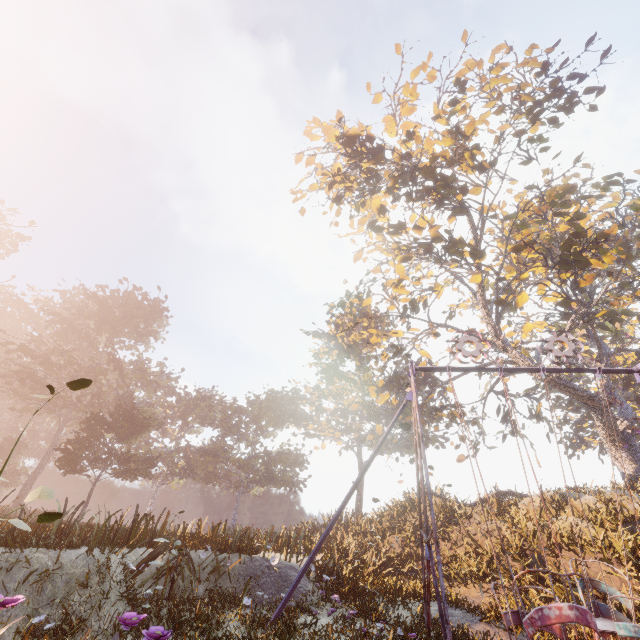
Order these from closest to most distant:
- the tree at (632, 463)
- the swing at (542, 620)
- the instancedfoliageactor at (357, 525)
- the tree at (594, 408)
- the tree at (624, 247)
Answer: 1. the swing at (542, 620)
2. the instancedfoliageactor at (357, 525)
3. the tree at (624, 247)
4. the tree at (594, 408)
5. the tree at (632, 463)

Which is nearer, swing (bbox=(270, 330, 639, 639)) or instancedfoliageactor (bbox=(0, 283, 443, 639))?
swing (bbox=(270, 330, 639, 639))

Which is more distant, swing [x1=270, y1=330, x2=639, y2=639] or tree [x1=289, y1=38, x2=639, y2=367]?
tree [x1=289, y1=38, x2=639, y2=367]

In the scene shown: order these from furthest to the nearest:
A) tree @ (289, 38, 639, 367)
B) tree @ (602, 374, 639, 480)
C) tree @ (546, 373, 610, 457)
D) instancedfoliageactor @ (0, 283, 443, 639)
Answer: tree @ (602, 374, 639, 480) < tree @ (546, 373, 610, 457) < tree @ (289, 38, 639, 367) < instancedfoliageactor @ (0, 283, 443, 639)

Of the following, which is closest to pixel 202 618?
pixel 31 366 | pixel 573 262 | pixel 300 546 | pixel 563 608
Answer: pixel 300 546

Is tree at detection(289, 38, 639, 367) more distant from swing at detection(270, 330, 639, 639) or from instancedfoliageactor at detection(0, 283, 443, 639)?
instancedfoliageactor at detection(0, 283, 443, 639)

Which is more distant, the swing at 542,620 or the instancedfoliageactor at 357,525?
the instancedfoliageactor at 357,525

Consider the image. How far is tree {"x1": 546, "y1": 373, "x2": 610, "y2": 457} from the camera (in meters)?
19.22
